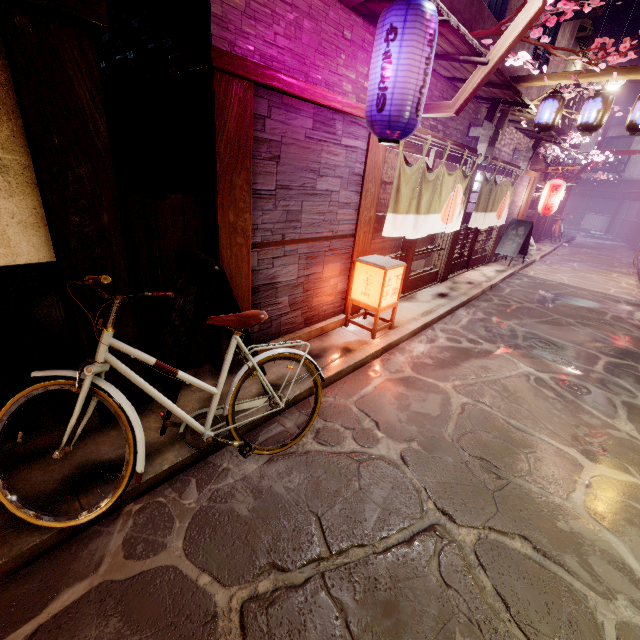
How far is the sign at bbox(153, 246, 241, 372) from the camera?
4.5 meters

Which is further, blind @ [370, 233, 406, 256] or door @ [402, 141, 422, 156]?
blind @ [370, 233, 406, 256]

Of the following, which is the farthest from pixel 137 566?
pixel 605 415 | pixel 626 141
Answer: pixel 626 141

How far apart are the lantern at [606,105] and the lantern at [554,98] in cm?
65

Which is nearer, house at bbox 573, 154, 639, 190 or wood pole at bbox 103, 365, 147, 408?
wood pole at bbox 103, 365, 147, 408

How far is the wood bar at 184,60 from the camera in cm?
457

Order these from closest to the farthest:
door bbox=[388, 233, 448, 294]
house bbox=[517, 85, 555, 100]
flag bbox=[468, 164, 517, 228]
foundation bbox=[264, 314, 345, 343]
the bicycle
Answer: the bicycle < foundation bbox=[264, 314, 345, 343] < door bbox=[388, 233, 448, 294] < flag bbox=[468, 164, 517, 228] < house bbox=[517, 85, 555, 100]

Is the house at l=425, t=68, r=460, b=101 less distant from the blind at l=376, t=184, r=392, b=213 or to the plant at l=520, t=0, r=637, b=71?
the plant at l=520, t=0, r=637, b=71
